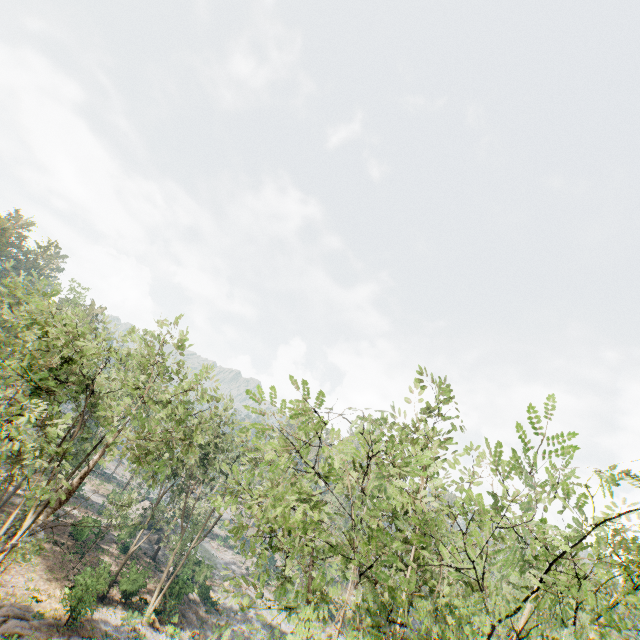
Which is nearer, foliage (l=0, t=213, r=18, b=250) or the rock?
the rock

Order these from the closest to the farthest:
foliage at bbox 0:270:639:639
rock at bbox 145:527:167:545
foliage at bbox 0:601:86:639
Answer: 1. foliage at bbox 0:270:639:639
2. foliage at bbox 0:601:86:639
3. rock at bbox 145:527:167:545

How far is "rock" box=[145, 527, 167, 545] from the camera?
43.6m

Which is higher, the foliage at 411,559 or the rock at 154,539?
the foliage at 411,559

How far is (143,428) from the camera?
16.83m

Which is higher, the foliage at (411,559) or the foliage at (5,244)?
the foliage at (5,244)

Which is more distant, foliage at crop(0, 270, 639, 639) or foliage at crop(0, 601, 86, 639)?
foliage at crop(0, 601, 86, 639)
